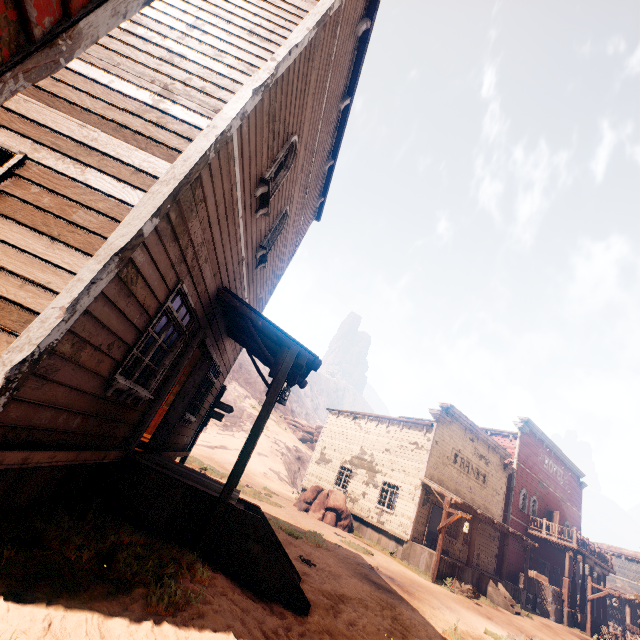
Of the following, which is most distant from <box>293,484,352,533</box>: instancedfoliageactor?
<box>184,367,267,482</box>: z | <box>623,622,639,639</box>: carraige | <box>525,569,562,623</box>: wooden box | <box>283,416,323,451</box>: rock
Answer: <box>623,622,639,639</box>: carraige

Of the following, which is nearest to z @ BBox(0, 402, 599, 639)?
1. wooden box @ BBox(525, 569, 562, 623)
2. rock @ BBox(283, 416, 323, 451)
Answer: wooden box @ BBox(525, 569, 562, 623)

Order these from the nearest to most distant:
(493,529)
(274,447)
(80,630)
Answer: (80,630), (493,529), (274,447)

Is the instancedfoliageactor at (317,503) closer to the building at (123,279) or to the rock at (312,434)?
the building at (123,279)

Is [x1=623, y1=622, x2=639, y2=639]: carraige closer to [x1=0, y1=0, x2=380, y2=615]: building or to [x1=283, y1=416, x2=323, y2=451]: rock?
[x1=0, y1=0, x2=380, y2=615]: building

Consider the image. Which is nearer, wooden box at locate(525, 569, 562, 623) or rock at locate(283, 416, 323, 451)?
wooden box at locate(525, 569, 562, 623)

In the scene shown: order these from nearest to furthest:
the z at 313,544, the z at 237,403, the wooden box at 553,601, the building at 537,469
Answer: the z at 313,544 < the building at 537,469 < the z at 237,403 < the wooden box at 553,601

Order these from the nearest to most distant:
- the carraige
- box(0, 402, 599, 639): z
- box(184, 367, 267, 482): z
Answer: box(0, 402, 599, 639): z < box(184, 367, 267, 482): z < the carraige
